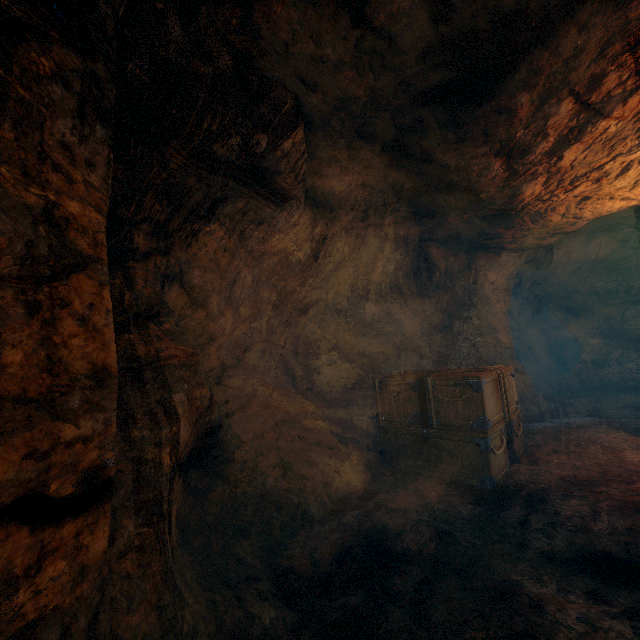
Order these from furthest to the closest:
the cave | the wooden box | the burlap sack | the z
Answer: the z, the wooden box, the burlap sack, the cave

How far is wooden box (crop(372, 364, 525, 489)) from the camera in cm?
512

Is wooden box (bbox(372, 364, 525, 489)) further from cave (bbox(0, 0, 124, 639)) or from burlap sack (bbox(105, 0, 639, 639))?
cave (bbox(0, 0, 124, 639))

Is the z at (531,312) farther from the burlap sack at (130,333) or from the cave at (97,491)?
the cave at (97,491)

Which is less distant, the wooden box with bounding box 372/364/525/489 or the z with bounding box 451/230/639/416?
the wooden box with bounding box 372/364/525/489

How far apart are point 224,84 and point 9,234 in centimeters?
246cm

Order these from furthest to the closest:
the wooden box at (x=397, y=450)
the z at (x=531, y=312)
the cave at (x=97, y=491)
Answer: the z at (x=531, y=312) → the wooden box at (x=397, y=450) → the cave at (x=97, y=491)

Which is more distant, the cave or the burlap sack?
the burlap sack
